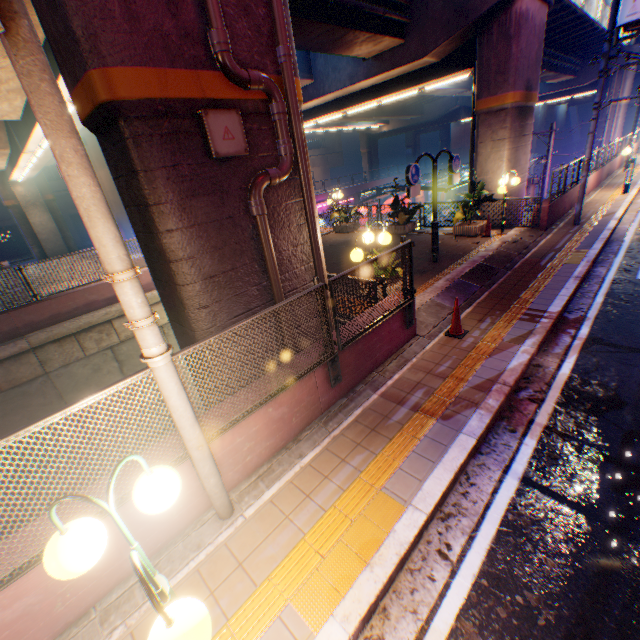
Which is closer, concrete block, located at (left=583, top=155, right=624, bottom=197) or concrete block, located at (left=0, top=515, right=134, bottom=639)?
concrete block, located at (left=0, top=515, right=134, bottom=639)

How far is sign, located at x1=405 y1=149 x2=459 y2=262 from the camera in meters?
8.9 m

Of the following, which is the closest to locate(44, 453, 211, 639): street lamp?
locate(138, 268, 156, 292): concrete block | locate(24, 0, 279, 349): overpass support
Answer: locate(24, 0, 279, 349): overpass support

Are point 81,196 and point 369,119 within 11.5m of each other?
no

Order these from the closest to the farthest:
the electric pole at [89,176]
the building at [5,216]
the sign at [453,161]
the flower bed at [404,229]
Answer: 1. the electric pole at [89,176]
2. the sign at [453,161]
3. the flower bed at [404,229]
4. the building at [5,216]

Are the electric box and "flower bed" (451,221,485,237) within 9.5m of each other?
no

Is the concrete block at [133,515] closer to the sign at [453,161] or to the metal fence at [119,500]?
the metal fence at [119,500]

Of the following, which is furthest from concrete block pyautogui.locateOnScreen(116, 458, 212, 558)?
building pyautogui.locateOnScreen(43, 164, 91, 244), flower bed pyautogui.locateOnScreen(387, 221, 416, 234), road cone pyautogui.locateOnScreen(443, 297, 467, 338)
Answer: building pyautogui.locateOnScreen(43, 164, 91, 244)
